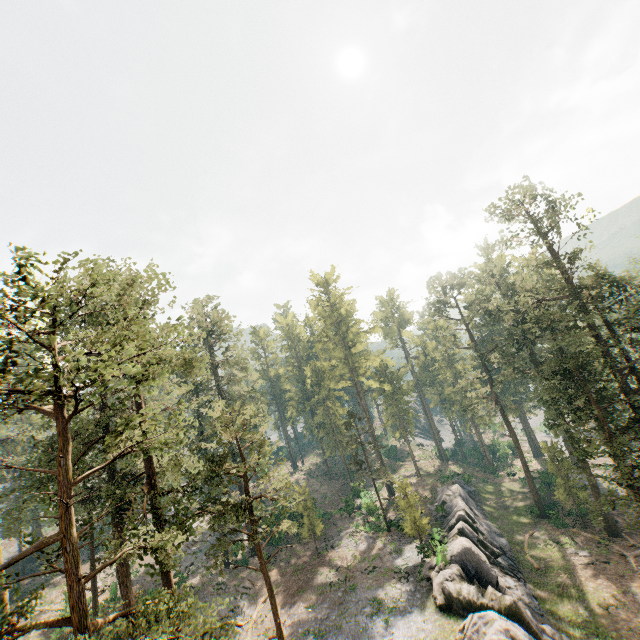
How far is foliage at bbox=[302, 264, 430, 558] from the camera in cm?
3706

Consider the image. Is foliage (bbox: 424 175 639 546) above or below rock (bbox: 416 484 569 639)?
above

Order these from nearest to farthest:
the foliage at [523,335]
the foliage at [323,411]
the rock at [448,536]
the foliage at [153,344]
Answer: the foliage at [153,344], the rock at [448,536], the foliage at [523,335], the foliage at [323,411]

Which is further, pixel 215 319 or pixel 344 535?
pixel 215 319

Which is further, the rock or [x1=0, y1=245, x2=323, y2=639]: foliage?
the rock

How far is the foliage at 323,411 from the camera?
37.06m
